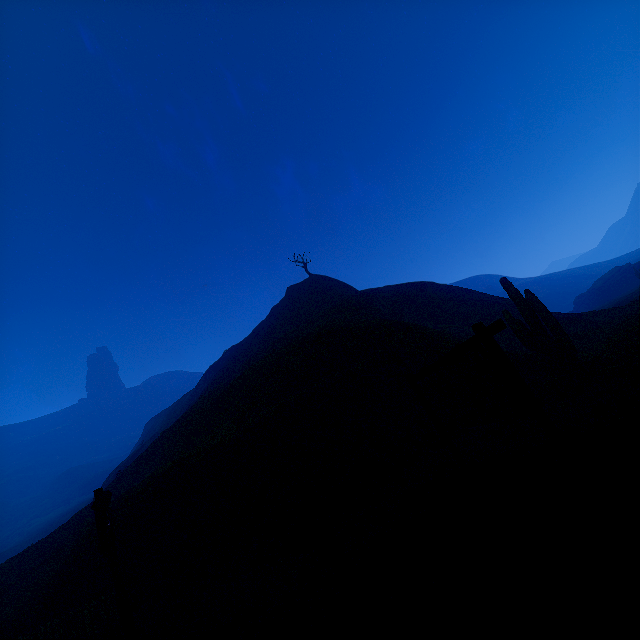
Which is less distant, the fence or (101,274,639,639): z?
(101,274,639,639): z

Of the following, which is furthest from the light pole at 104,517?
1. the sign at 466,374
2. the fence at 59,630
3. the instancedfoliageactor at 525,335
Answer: the instancedfoliageactor at 525,335

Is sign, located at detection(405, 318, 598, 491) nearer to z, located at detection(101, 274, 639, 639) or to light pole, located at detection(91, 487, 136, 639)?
z, located at detection(101, 274, 639, 639)

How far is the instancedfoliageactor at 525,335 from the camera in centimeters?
1144cm

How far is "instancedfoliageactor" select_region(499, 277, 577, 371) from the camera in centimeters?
1144cm

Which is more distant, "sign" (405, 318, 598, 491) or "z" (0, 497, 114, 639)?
"z" (0, 497, 114, 639)

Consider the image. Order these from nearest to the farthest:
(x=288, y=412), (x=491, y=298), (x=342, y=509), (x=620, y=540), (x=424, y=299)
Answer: (x=620, y=540), (x=342, y=509), (x=288, y=412), (x=491, y=298), (x=424, y=299)

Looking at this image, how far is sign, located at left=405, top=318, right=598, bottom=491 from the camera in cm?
397
